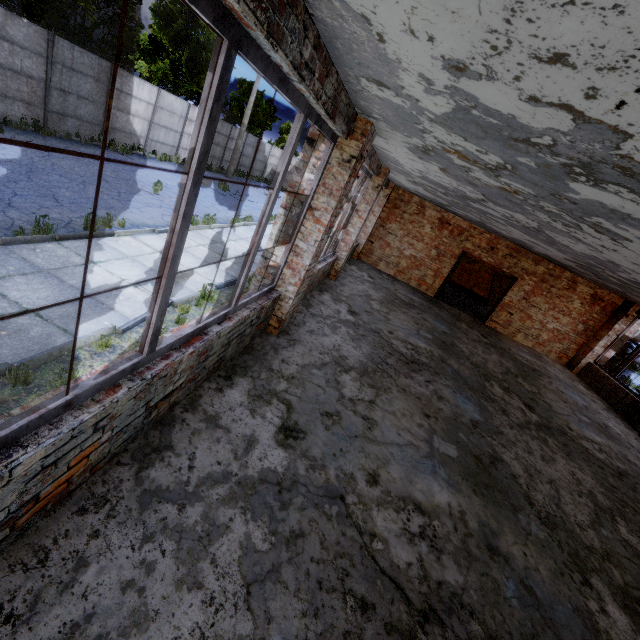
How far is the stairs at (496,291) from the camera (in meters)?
18.10

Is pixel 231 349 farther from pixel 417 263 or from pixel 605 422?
pixel 417 263

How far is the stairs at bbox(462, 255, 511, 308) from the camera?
18.10m
